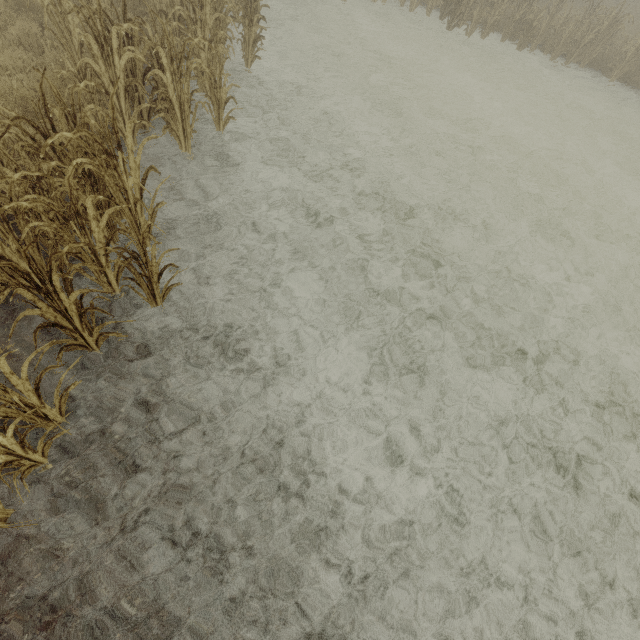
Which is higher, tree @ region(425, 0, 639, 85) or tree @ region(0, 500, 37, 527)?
tree @ region(425, 0, 639, 85)

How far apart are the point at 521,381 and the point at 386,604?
3.5m

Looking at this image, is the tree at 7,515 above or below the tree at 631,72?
below

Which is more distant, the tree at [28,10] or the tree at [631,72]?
the tree at [631,72]

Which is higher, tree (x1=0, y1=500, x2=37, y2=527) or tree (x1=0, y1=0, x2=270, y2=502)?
tree (x1=0, y1=0, x2=270, y2=502)

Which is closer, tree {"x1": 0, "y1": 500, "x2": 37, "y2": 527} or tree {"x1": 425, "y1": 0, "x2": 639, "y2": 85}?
tree {"x1": 0, "y1": 500, "x2": 37, "y2": 527}
